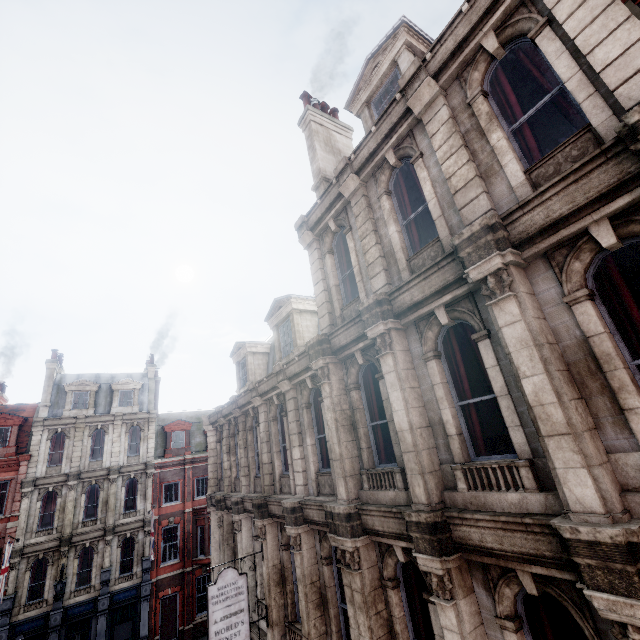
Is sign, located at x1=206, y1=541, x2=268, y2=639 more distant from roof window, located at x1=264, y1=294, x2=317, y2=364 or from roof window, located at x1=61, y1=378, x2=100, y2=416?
roof window, located at x1=61, y1=378, x2=100, y2=416

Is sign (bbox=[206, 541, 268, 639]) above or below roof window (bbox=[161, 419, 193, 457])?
below

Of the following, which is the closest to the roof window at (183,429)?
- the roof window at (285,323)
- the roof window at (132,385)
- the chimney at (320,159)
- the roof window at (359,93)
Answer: the roof window at (132,385)

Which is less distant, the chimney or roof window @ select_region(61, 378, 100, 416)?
the chimney

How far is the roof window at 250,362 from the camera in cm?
1598

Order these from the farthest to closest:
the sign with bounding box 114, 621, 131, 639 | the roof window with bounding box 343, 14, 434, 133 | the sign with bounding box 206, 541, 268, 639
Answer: the sign with bounding box 114, 621, 131, 639 → the sign with bounding box 206, 541, 268, 639 → the roof window with bounding box 343, 14, 434, 133

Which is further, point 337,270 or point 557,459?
point 337,270

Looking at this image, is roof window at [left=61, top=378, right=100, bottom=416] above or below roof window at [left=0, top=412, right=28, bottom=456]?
above
